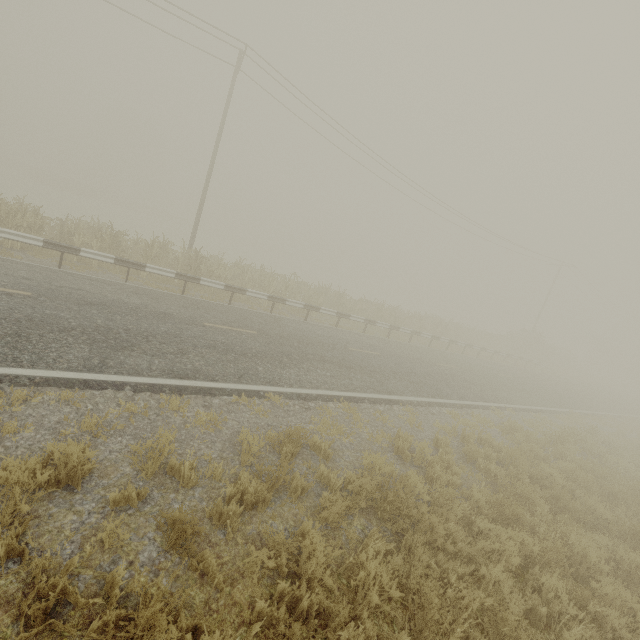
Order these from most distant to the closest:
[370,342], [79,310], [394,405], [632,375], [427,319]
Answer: [632,375] → [427,319] → [370,342] → [394,405] → [79,310]
